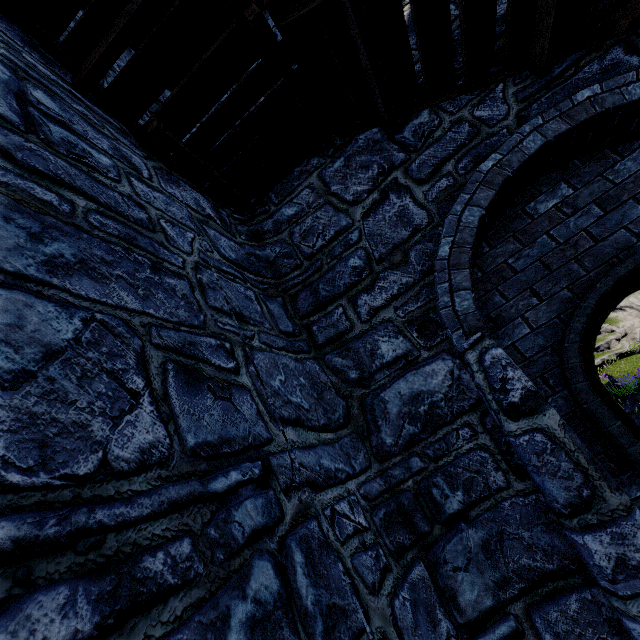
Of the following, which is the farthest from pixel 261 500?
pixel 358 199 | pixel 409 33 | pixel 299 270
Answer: pixel 409 33
